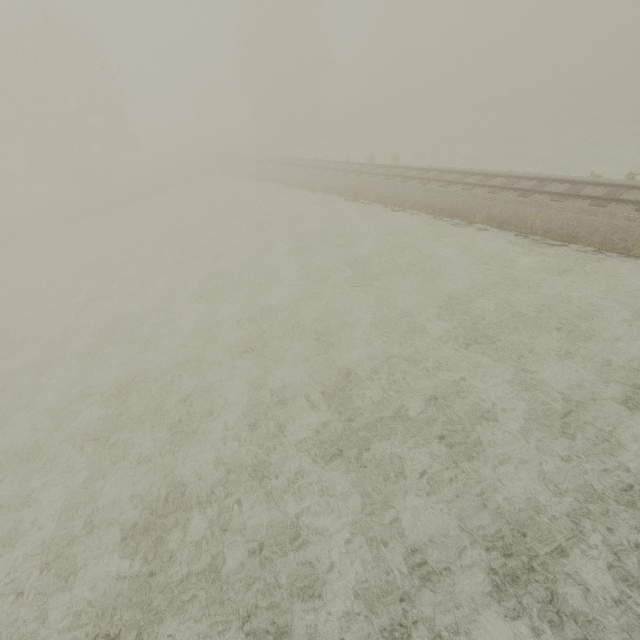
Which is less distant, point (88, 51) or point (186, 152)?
point (88, 51)
